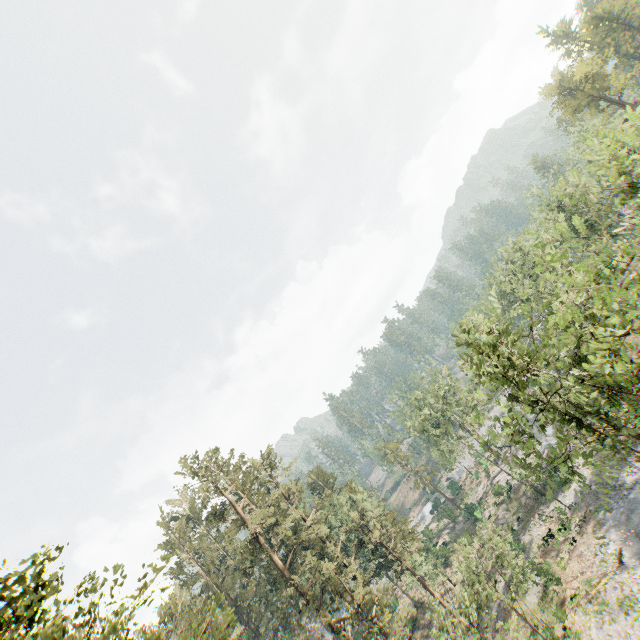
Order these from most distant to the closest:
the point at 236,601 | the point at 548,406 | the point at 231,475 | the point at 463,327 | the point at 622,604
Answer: the point at 463,327 → the point at 236,601 → the point at 231,475 → the point at 622,604 → the point at 548,406

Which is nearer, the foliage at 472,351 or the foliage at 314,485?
the foliage at 314,485

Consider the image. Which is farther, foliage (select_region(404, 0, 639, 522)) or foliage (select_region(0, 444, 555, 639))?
foliage (select_region(404, 0, 639, 522))
